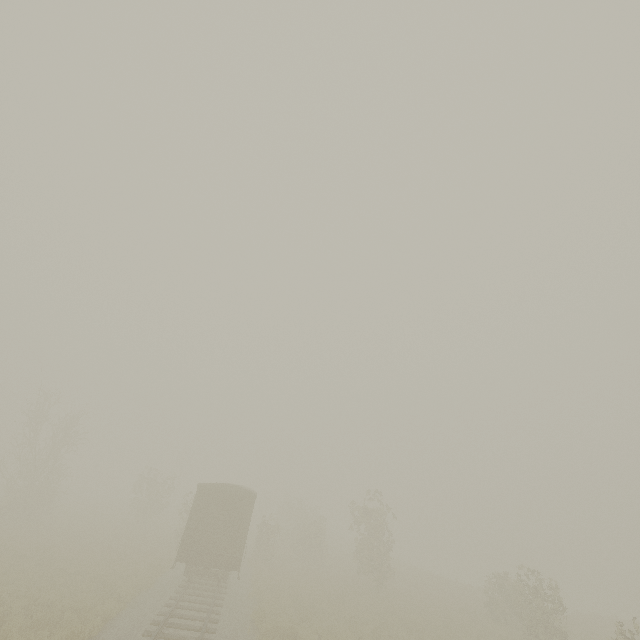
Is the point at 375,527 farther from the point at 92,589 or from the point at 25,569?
the point at 25,569

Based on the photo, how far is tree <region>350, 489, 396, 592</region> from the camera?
24.3m

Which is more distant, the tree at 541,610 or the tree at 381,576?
the tree at 381,576

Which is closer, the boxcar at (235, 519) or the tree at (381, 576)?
the boxcar at (235, 519)

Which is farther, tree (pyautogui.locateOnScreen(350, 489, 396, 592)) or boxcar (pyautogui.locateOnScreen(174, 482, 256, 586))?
tree (pyautogui.locateOnScreen(350, 489, 396, 592))

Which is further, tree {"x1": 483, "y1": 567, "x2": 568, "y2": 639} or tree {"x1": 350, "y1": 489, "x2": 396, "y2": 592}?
tree {"x1": 350, "y1": 489, "x2": 396, "y2": 592}

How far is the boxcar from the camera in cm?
1694
